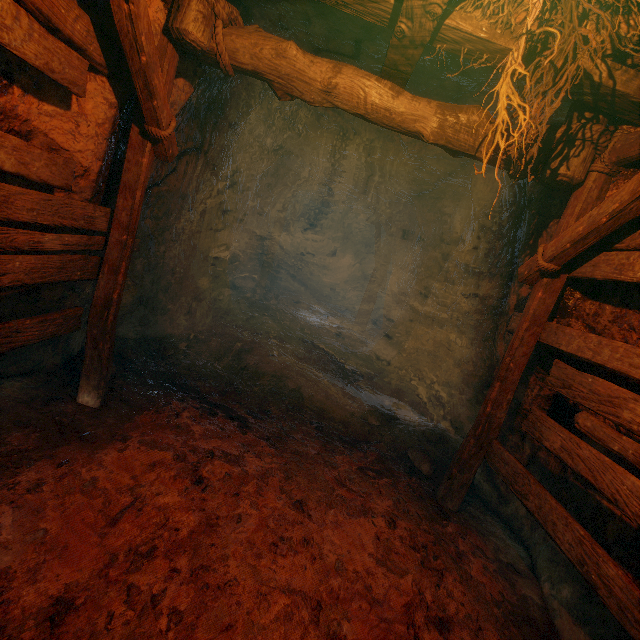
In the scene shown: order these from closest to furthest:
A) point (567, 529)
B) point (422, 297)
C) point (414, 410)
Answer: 1. point (567, 529)
2. point (414, 410)
3. point (422, 297)

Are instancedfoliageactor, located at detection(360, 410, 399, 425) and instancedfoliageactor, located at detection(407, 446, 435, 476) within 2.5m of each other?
yes

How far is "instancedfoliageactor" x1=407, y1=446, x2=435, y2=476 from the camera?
4.34m

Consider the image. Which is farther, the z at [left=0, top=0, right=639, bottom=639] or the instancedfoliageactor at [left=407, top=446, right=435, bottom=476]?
the instancedfoliageactor at [left=407, top=446, right=435, bottom=476]

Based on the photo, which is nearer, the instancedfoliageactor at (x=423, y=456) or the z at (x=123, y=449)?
the z at (x=123, y=449)

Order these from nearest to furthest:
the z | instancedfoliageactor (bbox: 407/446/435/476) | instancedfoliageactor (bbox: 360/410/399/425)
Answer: the z → instancedfoliageactor (bbox: 407/446/435/476) → instancedfoliageactor (bbox: 360/410/399/425)

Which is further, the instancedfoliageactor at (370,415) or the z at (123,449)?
the instancedfoliageactor at (370,415)

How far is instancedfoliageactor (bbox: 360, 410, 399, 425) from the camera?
5.1m
